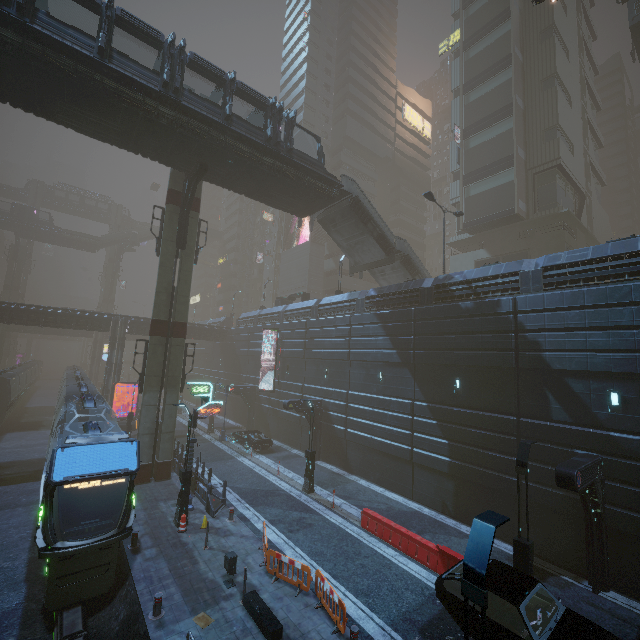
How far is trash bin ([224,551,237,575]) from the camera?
11.38m

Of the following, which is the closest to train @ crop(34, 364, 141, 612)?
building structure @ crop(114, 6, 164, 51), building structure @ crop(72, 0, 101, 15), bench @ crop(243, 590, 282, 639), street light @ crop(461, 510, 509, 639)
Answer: bench @ crop(243, 590, 282, 639)

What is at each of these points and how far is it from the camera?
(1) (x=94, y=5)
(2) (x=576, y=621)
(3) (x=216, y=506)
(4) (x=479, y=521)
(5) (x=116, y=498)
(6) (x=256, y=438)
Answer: (1) building structure, 14.6 meters
(2) car, 8.2 meters
(3) barrier, 16.8 meters
(4) street light, 5.3 meters
(5) train, 12.7 meters
(6) car, 28.4 meters

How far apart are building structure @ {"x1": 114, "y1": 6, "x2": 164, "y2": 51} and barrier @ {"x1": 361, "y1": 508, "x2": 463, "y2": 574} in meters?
25.6

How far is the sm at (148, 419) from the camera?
20.19m

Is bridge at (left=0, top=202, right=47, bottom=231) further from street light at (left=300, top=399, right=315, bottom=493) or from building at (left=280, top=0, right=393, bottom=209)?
street light at (left=300, top=399, right=315, bottom=493)

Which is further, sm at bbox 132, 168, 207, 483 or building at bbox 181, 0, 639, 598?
sm at bbox 132, 168, 207, 483

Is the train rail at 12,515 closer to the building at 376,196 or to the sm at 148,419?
the building at 376,196
